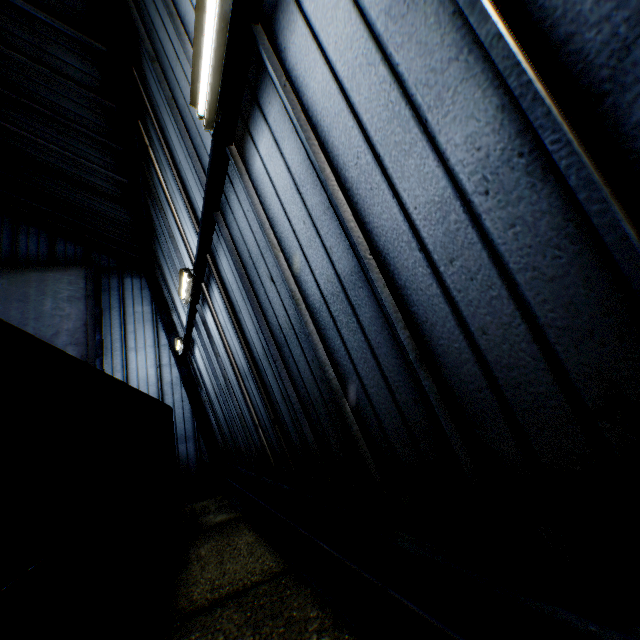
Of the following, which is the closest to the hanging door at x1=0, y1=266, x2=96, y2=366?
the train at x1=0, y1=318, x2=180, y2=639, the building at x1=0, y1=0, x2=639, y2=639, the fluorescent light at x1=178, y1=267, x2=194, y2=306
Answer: the building at x1=0, y1=0, x2=639, y2=639

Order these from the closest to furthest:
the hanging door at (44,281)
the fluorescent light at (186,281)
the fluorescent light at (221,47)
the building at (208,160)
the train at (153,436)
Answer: the building at (208,160) → the train at (153,436) → the fluorescent light at (221,47) → the fluorescent light at (186,281) → the hanging door at (44,281)

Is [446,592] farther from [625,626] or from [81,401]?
[81,401]

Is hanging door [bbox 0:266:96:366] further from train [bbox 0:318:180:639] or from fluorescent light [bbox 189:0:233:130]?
fluorescent light [bbox 189:0:233:130]

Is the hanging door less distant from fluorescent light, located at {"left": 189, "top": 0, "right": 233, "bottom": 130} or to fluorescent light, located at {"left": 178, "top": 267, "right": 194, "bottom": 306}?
fluorescent light, located at {"left": 178, "top": 267, "right": 194, "bottom": 306}

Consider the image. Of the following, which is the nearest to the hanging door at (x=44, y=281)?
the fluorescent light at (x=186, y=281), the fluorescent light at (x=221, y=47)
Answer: the fluorescent light at (x=186, y=281)

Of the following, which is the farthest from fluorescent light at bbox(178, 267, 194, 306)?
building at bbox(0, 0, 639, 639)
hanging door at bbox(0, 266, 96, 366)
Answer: hanging door at bbox(0, 266, 96, 366)

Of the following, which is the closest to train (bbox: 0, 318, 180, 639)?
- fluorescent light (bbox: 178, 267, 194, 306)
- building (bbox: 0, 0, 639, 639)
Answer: building (bbox: 0, 0, 639, 639)
